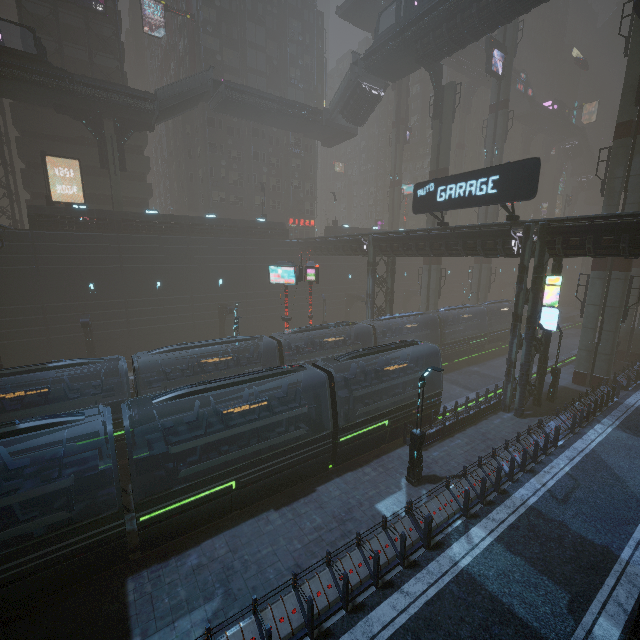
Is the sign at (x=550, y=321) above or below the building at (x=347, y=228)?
below

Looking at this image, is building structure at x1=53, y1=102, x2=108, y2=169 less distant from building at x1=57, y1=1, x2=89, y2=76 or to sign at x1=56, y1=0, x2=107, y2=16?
building at x1=57, y1=1, x2=89, y2=76

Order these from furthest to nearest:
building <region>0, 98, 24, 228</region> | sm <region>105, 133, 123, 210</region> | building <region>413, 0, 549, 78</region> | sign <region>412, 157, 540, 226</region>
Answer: building <region>0, 98, 24, 228</region> < sm <region>105, 133, 123, 210</region> < building <region>413, 0, 549, 78</region> < sign <region>412, 157, 540, 226</region>

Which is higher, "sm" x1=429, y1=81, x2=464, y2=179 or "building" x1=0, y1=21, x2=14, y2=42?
"building" x1=0, y1=21, x2=14, y2=42

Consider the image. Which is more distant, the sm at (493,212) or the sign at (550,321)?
the sm at (493,212)

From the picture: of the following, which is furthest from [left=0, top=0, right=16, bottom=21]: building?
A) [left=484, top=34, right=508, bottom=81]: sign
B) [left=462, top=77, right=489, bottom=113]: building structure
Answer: [left=484, top=34, right=508, bottom=81]: sign

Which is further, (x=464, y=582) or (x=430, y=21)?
(x=430, y=21)

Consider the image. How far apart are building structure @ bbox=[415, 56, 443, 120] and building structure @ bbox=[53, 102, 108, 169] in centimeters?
2977cm
